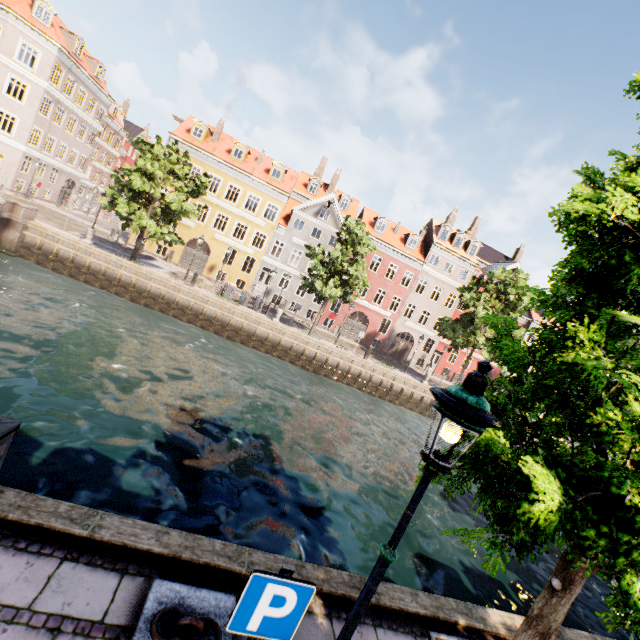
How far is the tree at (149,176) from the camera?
20.09m

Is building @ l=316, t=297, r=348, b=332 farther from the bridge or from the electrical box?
the bridge

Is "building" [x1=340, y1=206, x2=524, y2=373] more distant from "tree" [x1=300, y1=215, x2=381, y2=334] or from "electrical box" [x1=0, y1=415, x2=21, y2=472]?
"electrical box" [x1=0, y1=415, x2=21, y2=472]

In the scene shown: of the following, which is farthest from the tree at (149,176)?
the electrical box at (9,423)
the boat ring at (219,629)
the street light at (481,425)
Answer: the electrical box at (9,423)

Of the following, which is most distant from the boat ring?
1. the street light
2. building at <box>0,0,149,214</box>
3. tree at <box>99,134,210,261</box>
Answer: building at <box>0,0,149,214</box>

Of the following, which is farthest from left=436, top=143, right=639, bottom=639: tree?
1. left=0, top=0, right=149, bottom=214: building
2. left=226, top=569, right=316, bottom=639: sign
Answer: left=0, top=0, right=149, bottom=214: building

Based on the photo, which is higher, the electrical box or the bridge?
the electrical box

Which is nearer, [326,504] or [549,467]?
[549,467]
